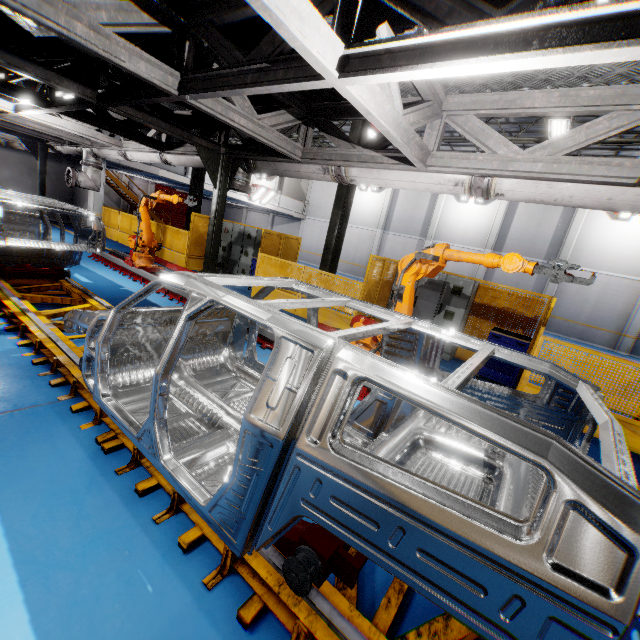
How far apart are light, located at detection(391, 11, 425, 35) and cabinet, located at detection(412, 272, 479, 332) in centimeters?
619cm

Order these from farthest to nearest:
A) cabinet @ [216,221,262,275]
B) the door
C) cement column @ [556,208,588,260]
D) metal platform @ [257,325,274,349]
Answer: the door < cement column @ [556,208,588,260] < cabinet @ [216,221,262,275] < metal platform @ [257,325,274,349]

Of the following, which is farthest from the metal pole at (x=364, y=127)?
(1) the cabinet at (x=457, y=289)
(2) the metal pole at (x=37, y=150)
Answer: (2) the metal pole at (x=37, y=150)

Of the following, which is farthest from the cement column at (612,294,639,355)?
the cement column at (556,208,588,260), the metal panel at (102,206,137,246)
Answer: the metal panel at (102,206,137,246)

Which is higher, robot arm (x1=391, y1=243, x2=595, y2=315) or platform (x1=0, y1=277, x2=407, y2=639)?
robot arm (x1=391, y1=243, x2=595, y2=315)

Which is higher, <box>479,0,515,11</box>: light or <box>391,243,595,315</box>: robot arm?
<box>479,0,515,11</box>: light

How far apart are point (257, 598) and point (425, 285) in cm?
791

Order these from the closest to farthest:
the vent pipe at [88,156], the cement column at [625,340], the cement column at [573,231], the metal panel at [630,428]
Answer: the metal panel at [630,428]
the vent pipe at [88,156]
the cement column at [625,340]
the cement column at [573,231]
